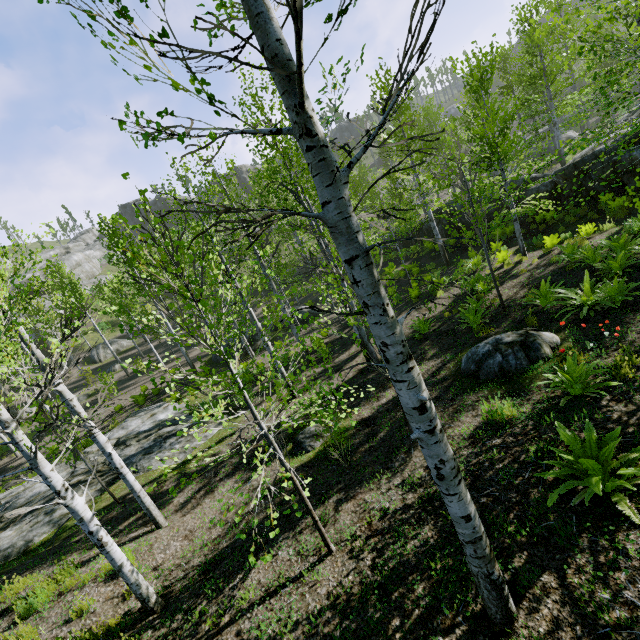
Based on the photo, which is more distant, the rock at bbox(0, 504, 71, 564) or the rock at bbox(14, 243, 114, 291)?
the rock at bbox(14, 243, 114, 291)

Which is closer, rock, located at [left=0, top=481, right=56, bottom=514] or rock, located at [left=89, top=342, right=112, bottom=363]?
rock, located at [left=0, top=481, right=56, bottom=514]

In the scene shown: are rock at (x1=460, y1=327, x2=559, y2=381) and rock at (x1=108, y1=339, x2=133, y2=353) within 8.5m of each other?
no

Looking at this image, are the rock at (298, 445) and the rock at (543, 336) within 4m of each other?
yes

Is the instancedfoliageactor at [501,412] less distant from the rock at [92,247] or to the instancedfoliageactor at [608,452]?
the instancedfoliageactor at [608,452]

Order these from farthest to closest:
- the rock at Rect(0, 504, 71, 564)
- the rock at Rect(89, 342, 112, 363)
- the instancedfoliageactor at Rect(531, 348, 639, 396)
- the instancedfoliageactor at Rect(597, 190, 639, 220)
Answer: the rock at Rect(89, 342, 112, 363) < the rock at Rect(0, 504, 71, 564) < the instancedfoliageactor at Rect(597, 190, 639, 220) < the instancedfoliageactor at Rect(531, 348, 639, 396)

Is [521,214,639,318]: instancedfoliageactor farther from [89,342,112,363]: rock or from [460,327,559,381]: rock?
[89,342,112,363]: rock

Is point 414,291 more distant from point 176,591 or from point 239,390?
point 176,591
